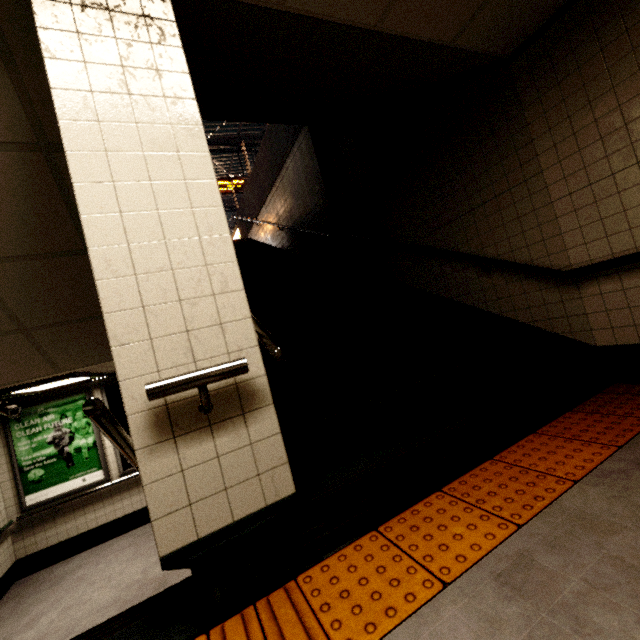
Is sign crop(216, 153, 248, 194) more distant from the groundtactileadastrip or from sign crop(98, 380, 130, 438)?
the groundtactileadastrip

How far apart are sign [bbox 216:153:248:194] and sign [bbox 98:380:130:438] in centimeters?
723cm

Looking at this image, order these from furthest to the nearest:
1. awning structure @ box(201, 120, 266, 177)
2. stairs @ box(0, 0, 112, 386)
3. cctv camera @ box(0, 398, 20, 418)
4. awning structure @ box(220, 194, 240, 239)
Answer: awning structure @ box(220, 194, 240, 239)
awning structure @ box(201, 120, 266, 177)
cctv camera @ box(0, 398, 20, 418)
stairs @ box(0, 0, 112, 386)

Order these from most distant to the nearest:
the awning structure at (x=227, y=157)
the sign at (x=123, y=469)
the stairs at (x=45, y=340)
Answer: the awning structure at (x=227, y=157) < the sign at (x=123, y=469) < the stairs at (x=45, y=340)

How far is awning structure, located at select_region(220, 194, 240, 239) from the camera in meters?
16.2

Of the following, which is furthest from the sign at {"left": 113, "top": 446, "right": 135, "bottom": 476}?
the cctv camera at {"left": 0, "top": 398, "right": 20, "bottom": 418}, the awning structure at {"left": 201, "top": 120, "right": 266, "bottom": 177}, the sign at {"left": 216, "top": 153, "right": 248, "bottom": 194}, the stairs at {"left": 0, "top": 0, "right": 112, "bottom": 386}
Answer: the sign at {"left": 216, "top": 153, "right": 248, "bottom": 194}

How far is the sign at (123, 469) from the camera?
6.05m

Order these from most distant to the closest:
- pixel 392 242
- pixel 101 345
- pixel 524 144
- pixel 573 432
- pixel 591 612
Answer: pixel 392 242, pixel 101 345, pixel 524 144, pixel 573 432, pixel 591 612
